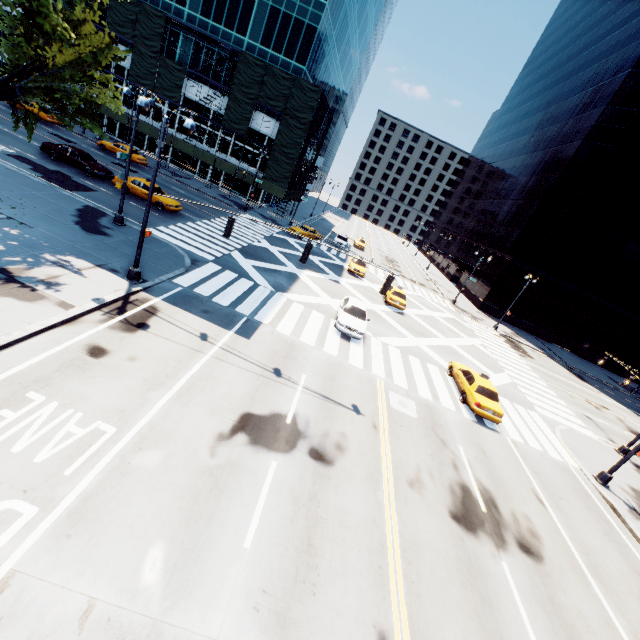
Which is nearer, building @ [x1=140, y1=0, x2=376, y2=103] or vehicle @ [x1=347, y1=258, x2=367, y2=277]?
vehicle @ [x1=347, y1=258, x2=367, y2=277]

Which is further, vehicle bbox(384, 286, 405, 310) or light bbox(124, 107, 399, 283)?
vehicle bbox(384, 286, 405, 310)

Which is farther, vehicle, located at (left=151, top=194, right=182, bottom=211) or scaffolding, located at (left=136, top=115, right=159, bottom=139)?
scaffolding, located at (left=136, top=115, right=159, bottom=139)

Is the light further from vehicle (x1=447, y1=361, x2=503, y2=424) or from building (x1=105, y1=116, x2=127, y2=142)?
building (x1=105, y1=116, x2=127, y2=142)

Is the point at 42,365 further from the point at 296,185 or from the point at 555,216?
the point at 555,216

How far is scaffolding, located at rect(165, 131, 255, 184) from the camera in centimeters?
4084cm

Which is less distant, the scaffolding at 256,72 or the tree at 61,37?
the tree at 61,37

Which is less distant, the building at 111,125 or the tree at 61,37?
the tree at 61,37
